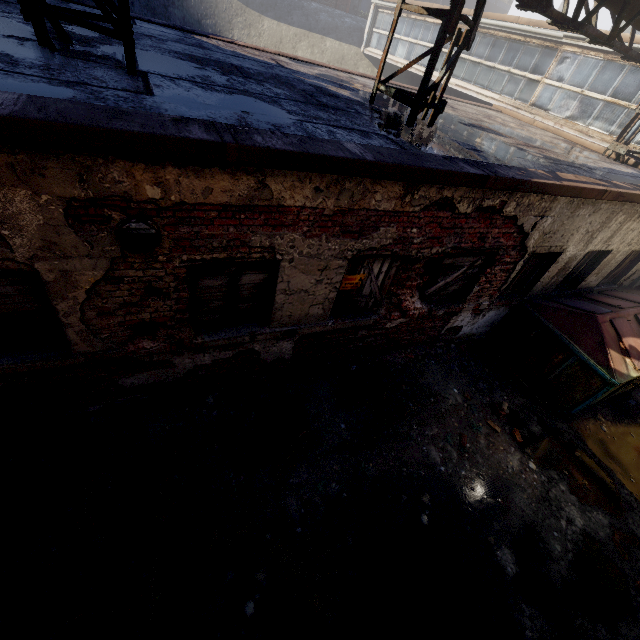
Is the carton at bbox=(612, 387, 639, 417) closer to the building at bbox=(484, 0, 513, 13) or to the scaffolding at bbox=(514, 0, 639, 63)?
the scaffolding at bbox=(514, 0, 639, 63)

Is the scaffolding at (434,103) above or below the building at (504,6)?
below

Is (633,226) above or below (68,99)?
→ below

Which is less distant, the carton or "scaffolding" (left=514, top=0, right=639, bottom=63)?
"scaffolding" (left=514, top=0, right=639, bottom=63)

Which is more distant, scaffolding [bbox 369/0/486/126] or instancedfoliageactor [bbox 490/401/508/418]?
instancedfoliageactor [bbox 490/401/508/418]

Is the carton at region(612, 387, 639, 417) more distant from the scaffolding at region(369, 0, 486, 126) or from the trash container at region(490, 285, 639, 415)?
the scaffolding at region(369, 0, 486, 126)

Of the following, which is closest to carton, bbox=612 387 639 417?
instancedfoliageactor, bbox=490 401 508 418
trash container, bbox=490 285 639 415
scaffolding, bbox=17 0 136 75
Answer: trash container, bbox=490 285 639 415

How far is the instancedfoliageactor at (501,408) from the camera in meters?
6.1
